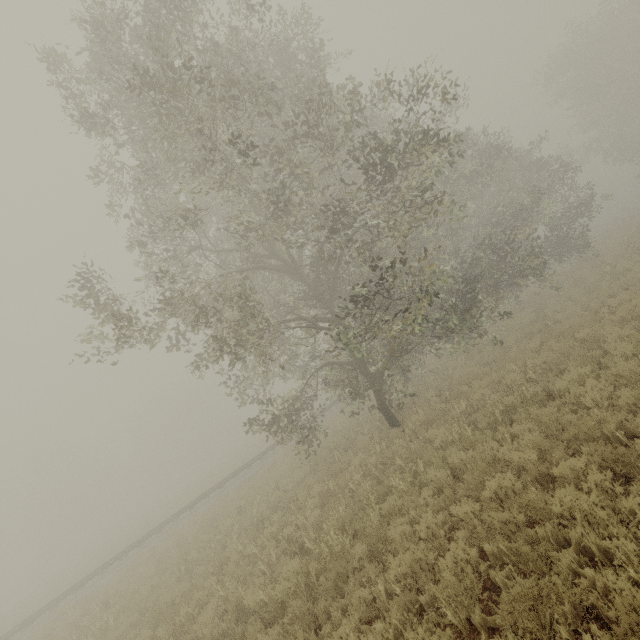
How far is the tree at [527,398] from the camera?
8.4m

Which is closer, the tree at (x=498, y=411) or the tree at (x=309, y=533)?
the tree at (x=309, y=533)

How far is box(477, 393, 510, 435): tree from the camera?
8.2m

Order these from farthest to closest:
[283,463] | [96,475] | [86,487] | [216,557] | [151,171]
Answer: [96,475]
[86,487]
[283,463]
[151,171]
[216,557]

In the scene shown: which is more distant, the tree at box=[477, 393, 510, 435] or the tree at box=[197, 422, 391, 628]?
the tree at box=[477, 393, 510, 435]
